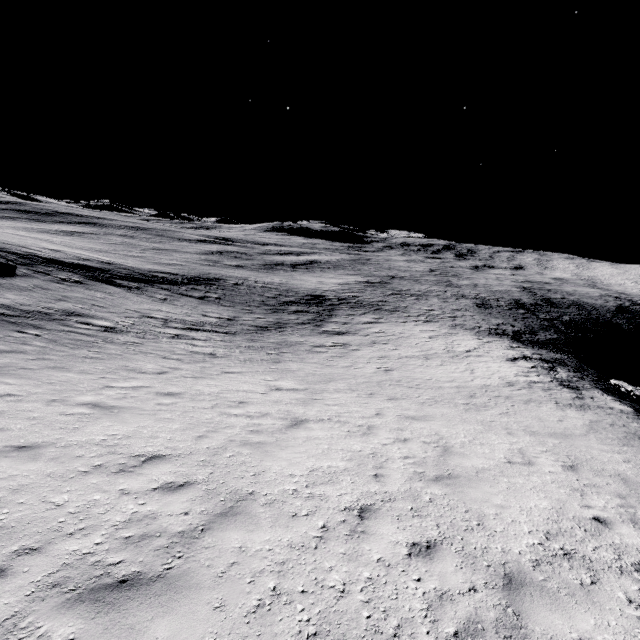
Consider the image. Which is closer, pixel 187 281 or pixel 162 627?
pixel 162 627
